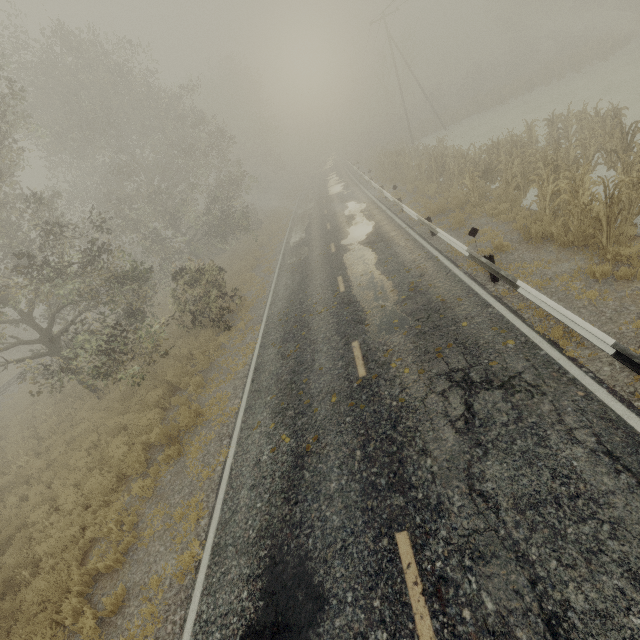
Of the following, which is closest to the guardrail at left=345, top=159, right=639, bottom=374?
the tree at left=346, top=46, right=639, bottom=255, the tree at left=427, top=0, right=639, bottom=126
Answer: the tree at left=427, top=0, right=639, bottom=126

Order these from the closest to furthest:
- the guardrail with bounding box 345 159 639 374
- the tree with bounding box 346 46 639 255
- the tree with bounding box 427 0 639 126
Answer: the guardrail with bounding box 345 159 639 374, the tree with bounding box 346 46 639 255, the tree with bounding box 427 0 639 126

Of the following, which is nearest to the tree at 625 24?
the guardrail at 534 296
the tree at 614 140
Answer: the guardrail at 534 296

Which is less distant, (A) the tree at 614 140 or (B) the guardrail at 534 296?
(B) the guardrail at 534 296

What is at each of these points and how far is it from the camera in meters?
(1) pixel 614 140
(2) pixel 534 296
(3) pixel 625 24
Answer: (1) tree, 10.4 m
(2) guardrail, 6.6 m
(3) tree, 29.2 m

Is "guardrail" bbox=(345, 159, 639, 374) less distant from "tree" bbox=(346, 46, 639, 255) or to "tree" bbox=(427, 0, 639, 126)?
"tree" bbox=(427, 0, 639, 126)

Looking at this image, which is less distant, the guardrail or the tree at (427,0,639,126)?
the guardrail
